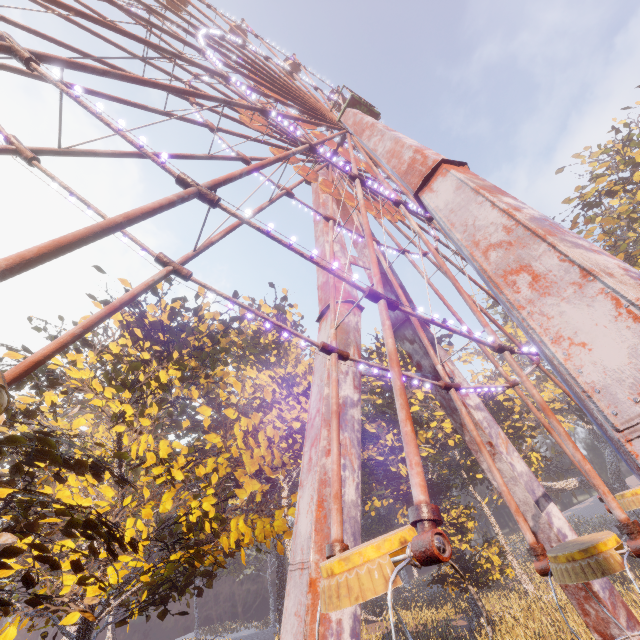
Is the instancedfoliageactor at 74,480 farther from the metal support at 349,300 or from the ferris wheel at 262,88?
the ferris wheel at 262,88

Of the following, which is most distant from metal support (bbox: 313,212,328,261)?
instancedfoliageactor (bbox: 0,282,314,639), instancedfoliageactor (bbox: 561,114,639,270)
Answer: instancedfoliageactor (bbox: 561,114,639,270)

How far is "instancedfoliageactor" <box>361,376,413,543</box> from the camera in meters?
32.8 m

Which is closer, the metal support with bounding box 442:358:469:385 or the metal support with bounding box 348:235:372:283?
the metal support with bounding box 442:358:469:385

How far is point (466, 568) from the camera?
24.06m

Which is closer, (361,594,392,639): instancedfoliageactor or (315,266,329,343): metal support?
(315,266,329,343): metal support

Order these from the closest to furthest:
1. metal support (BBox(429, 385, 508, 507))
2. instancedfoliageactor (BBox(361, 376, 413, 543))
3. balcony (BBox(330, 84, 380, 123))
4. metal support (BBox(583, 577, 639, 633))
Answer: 1. metal support (BBox(583, 577, 639, 633))
2. metal support (BBox(429, 385, 508, 507))
3. balcony (BBox(330, 84, 380, 123))
4. instancedfoliageactor (BBox(361, 376, 413, 543))

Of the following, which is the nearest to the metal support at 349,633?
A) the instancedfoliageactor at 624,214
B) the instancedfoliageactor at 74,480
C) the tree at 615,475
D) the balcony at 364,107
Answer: the balcony at 364,107
